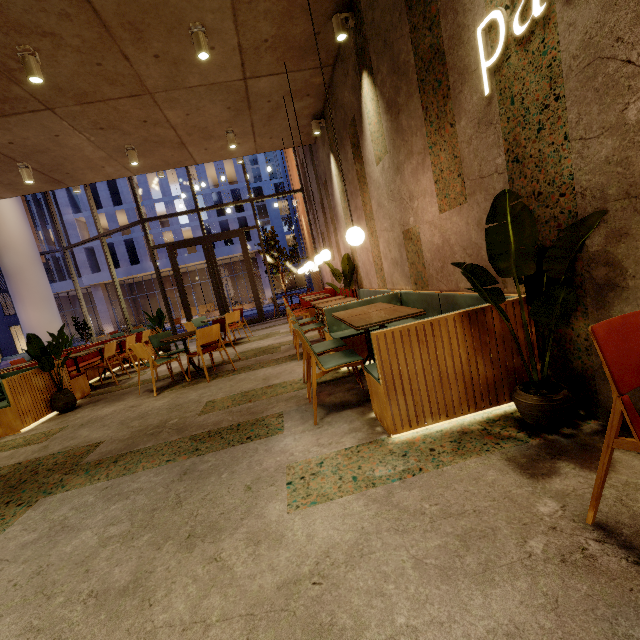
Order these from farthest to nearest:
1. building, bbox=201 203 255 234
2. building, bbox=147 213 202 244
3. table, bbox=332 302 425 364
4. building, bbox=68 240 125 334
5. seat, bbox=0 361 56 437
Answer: building, bbox=201 203 255 234
building, bbox=147 213 202 244
building, bbox=68 240 125 334
seat, bbox=0 361 56 437
table, bbox=332 302 425 364

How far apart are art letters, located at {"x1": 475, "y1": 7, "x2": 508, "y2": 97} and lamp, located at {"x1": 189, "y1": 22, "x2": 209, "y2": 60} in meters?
3.4

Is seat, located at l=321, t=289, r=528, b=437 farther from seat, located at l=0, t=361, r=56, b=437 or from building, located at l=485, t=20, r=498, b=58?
seat, located at l=0, t=361, r=56, b=437

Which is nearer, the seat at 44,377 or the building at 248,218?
the seat at 44,377

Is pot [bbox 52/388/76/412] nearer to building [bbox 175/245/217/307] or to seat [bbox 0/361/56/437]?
seat [bbox 0/361/56/437]

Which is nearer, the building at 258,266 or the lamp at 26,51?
the lamp at 26,51

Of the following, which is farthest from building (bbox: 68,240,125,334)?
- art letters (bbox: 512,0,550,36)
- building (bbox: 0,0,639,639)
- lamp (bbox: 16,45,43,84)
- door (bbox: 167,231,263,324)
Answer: art letters (bbox: 512,0,550,36)

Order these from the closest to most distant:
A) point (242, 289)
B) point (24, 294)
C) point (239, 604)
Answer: point (239, 604) < point (24, 294) < point (242, 289)
